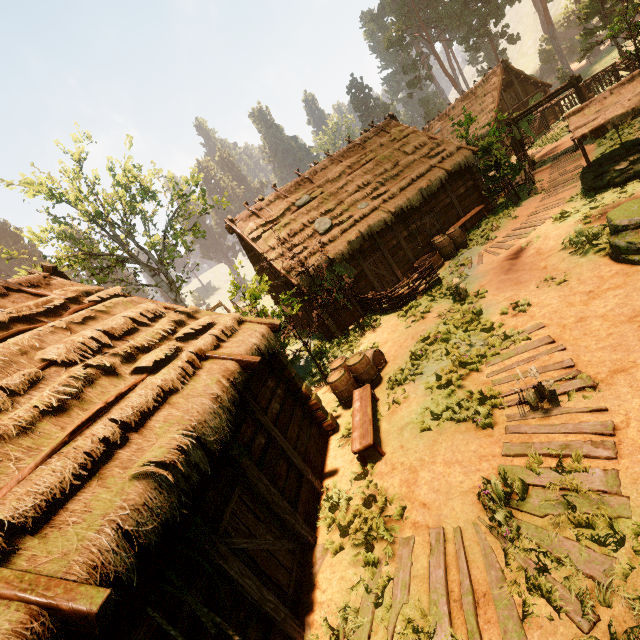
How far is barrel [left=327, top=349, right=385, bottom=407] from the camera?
9.1m

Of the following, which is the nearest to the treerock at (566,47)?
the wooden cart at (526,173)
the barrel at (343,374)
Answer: the barrel at (343,374)

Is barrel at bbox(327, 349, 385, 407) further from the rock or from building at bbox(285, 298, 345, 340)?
the rock

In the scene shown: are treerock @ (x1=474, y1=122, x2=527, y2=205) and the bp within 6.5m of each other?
yes

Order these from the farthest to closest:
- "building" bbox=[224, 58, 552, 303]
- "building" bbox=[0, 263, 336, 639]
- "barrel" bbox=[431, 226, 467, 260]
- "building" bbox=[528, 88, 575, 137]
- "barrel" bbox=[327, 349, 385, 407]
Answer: "building" bbox=[528, 88, 575, 137], "building" bbox=[224, 58, 552, 303], "barrel" bbox=[431, 226, 467, 260], "barrel" bbox=[327, 349, 385, 407], "building" bbox=[0, 263, 336, 639]

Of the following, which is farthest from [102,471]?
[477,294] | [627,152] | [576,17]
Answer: [576,17]

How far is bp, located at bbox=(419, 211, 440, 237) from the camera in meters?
17.0

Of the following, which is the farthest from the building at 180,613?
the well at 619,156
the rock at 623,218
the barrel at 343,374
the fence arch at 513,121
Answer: the well at 619,156
